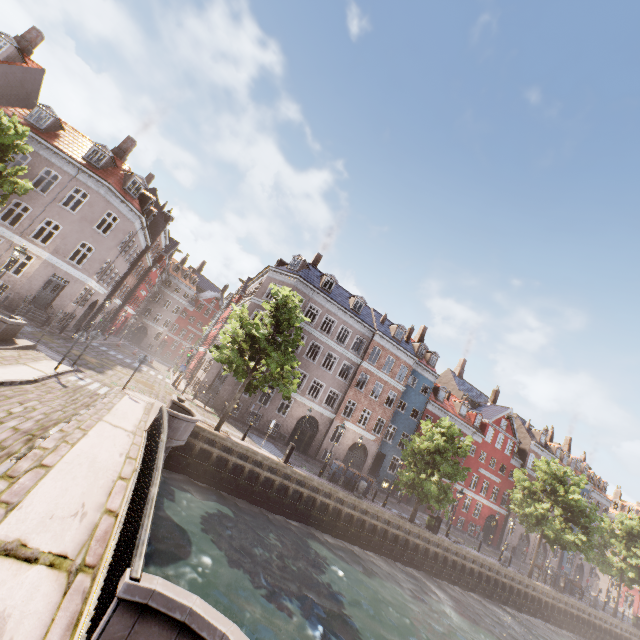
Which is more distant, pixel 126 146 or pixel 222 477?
pixel 126 146

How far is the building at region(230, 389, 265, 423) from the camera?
27.45m

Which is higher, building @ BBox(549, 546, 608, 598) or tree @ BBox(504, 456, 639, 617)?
tree @ BBox(504, 456, 639, 617)

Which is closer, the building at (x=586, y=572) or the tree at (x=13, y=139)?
the tree at (x=13, y=139)

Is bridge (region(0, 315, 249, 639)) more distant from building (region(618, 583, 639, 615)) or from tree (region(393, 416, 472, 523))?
building (region(618, 583, 639, 615))

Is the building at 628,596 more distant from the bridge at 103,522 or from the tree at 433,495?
the bridge at 103,522

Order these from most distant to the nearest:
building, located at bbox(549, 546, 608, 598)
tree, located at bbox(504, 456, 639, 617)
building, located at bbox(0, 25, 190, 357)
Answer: building, located at bbox(549, 546, 608, 598) → tree, located at bbox(504, 456, 639, 617) → building, located at bbox(0, 25, 190, 357)

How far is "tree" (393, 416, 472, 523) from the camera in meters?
22.8 m
